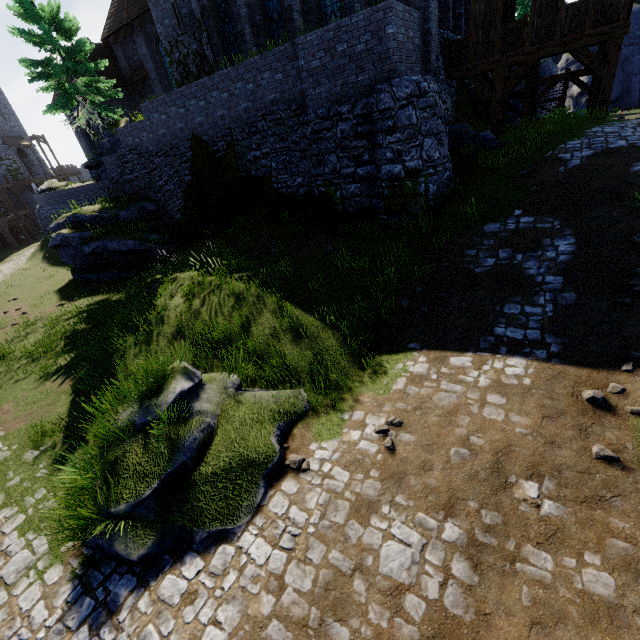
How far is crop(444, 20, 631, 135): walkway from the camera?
12.0m

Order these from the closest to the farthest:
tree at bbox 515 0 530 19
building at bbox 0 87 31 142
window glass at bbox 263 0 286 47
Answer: window glass at bbox 263 0 286 47
tree at bbox 515 0 530 19
building at bbox 0 87 31 142

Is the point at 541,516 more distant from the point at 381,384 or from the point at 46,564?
the point at 46,564

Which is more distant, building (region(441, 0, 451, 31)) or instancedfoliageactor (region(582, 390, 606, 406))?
building (region(441, 0, 451, 31))

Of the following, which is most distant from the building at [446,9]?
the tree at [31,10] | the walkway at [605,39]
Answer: the tree at [31,10]

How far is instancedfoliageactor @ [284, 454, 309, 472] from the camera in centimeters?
566cm

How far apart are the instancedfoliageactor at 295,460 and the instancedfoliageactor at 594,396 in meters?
4.8 m

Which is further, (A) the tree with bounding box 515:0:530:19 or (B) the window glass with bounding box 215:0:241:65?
(A) the tree with bounding box 515:0:530:19
